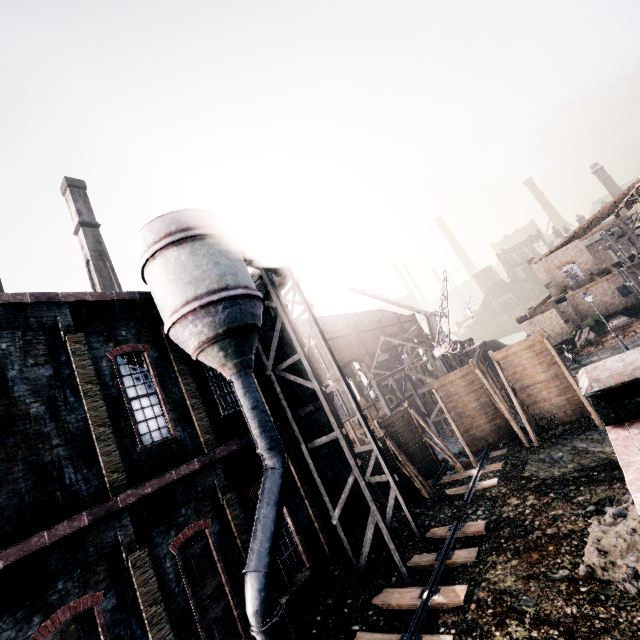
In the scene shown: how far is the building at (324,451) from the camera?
16.8m

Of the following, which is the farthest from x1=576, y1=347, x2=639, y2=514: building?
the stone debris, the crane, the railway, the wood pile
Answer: the wood pile

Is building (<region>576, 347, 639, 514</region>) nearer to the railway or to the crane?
the railway

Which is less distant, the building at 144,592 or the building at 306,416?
the building at 144,592

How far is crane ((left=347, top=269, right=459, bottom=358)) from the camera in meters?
29.9 m

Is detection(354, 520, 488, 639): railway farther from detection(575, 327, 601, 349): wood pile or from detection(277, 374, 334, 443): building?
detection(575, 327, 601, 349): wood pile

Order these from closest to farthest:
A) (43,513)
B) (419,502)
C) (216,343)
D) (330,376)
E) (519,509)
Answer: (43,513) < (216,343) < (519,509) < (419,502) < (330,376)

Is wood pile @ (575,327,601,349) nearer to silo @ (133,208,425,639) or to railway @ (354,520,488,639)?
railway @ (354,520,488,639)
